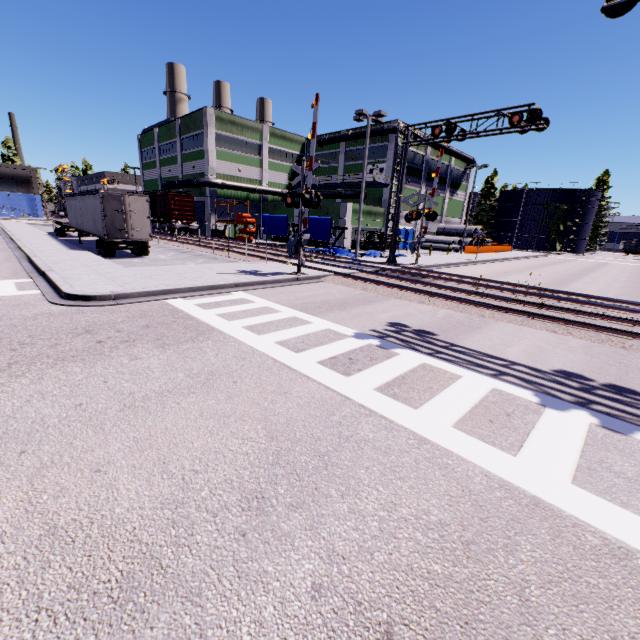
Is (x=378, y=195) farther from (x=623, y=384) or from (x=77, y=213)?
(x=623, y=384)

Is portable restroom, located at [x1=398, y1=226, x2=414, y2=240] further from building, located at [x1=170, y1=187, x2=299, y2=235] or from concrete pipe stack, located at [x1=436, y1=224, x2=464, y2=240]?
concrete pipe stack, located at [x1=436, y1=224, x2=464, y2=240]

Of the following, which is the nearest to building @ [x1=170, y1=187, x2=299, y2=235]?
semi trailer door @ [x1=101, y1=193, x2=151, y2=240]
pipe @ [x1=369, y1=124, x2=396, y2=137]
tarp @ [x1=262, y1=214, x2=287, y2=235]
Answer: pipe @ [x1=369, y1=124, x2=396, y2=137]

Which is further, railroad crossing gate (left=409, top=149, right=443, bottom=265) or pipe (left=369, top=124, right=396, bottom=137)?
pipe (left=369, top=124, right=396, bottom=137)

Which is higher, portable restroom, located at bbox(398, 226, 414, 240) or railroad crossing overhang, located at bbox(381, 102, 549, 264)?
railroad crossing overhang, located at bbox(381, 102, 549, 264)

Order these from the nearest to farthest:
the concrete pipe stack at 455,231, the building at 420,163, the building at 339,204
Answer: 1. the building at 339,204
2. the building at 420,163
3. the concrete pipe stack at 455,231

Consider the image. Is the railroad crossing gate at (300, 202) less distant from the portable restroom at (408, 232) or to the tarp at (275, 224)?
the tarp at (275, 224)

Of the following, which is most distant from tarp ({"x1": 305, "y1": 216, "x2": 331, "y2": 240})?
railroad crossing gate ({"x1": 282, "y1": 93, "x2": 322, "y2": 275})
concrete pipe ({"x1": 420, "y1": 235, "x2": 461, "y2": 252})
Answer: concrete pipe ({"x1": 420, "y1": 235, "x2": 461, "y2": 252})
